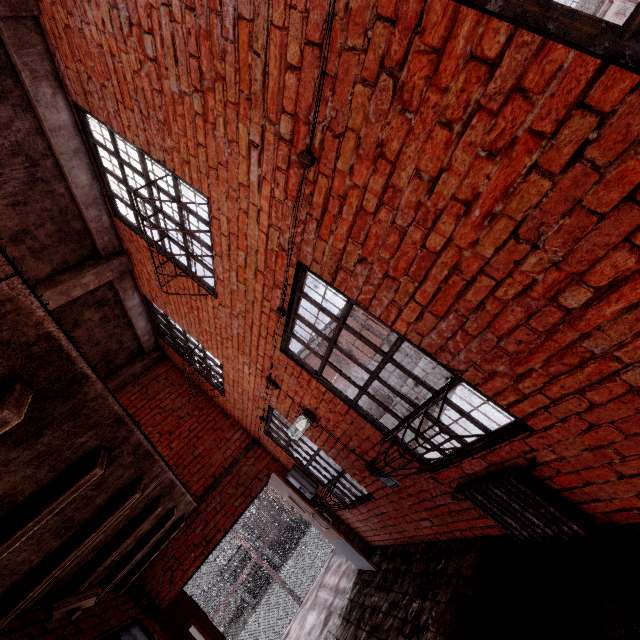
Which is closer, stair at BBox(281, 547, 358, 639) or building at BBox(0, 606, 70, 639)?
building at BBox(0, 606, 70, 639)

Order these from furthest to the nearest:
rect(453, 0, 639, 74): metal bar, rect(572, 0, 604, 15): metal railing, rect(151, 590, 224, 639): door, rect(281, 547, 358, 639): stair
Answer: rect(572, 0, 604, 15): metal railing < rect(281, 547, 358, 639): stair < rect(151, 590, 224, 639): door < rect(453, 0, 639, 74): metal bar

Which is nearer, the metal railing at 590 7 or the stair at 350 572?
the stair at 350 572

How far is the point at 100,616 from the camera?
3.63m

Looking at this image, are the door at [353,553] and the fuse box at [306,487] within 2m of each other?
yes

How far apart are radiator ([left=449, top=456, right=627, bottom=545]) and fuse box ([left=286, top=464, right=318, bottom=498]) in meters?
3.4 m

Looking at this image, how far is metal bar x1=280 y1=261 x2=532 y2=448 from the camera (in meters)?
2.36

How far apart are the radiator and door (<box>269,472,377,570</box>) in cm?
309
